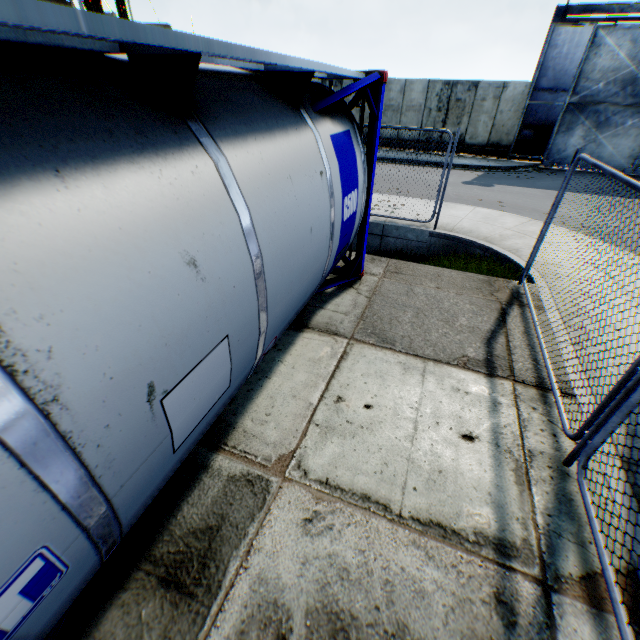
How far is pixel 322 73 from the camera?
3.99m

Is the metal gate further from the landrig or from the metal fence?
the landrig

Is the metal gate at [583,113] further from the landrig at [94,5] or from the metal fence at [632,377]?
the landrig at [94,5]

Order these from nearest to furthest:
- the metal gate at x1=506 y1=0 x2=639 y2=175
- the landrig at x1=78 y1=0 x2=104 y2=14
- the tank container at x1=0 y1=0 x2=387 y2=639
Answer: the tank container at x1=0 y1=0 x2=387 y2=639 < the metal gate at x1=506 y1=0 x2=639 y2=175 < the landrig at x1=78 y1=0 x2=104 y2=14

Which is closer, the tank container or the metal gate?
the tank container

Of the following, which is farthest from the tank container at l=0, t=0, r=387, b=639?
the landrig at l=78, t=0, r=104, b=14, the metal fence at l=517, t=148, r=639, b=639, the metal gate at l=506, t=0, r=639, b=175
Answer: the landrig at l=78, t=0, r=104, b=14

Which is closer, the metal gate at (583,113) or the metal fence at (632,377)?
the metal fence at (632,377)
